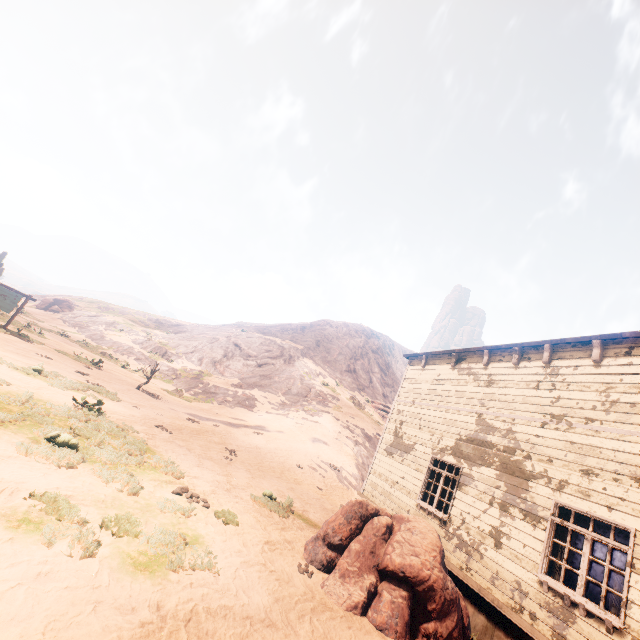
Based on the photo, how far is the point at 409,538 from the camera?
6.85m

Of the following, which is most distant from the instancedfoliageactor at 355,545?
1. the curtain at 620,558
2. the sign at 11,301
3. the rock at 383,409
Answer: the rock at 383,409

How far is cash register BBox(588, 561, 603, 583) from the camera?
10.08m

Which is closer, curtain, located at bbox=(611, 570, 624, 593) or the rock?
curtain, located at bbox=(611, 570, 624, 593)

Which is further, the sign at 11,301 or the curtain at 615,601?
the sign at 11,301

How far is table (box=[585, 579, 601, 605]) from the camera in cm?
974

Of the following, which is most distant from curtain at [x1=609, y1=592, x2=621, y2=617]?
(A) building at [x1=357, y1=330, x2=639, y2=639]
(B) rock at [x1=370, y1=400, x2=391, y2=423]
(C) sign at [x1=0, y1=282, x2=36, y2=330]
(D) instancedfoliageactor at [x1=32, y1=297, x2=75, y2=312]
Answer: (D) instancedfoliageactor at [x1=32, y1=297, x2=75, y2=312]

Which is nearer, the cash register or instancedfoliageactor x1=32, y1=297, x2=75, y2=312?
the cash register
